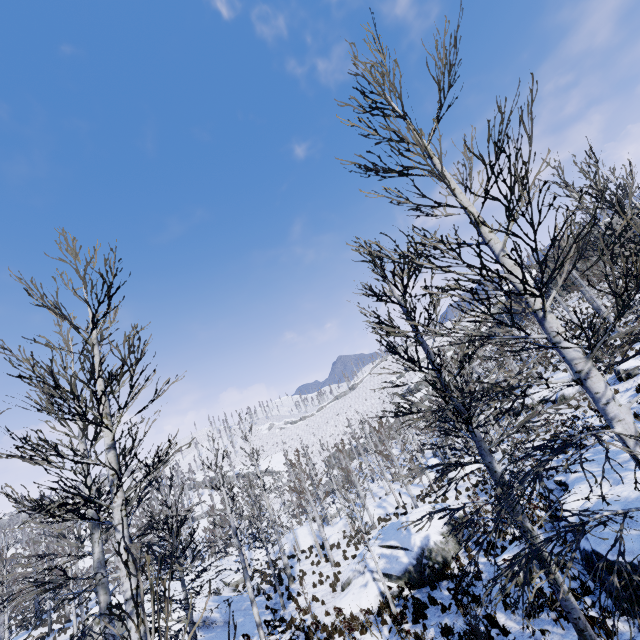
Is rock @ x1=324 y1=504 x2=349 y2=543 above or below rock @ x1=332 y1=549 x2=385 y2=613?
below

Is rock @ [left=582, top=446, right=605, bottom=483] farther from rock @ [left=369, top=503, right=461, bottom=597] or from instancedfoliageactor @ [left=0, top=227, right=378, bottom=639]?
instancedfoliageactor @ [left=0, top=227, right=378, bottom=639]

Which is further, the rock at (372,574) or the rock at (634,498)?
the rock at (372,574)

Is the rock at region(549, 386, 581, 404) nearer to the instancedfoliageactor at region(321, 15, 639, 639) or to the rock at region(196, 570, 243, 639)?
the rock at region(196, 570, 243, 639)

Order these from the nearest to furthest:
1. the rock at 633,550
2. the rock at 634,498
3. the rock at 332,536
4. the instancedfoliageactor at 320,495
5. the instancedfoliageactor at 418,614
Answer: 1. the rock at 633,550
2. the rock at 634,498
3. the instancedfoliageactor at 418,614
4. the instancedfoliageactor at 320,495
5. the rock at 332,536

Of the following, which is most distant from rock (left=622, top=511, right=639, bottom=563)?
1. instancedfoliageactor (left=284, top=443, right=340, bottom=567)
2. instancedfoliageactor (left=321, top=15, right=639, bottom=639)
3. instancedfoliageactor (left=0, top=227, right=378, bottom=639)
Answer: instancedfoliageactor (left=0, top=227, right=378, bottom=639)

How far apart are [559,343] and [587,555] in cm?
902

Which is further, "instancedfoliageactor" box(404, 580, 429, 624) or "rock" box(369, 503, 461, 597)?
"rock" box(369, 503, 461, 597)
